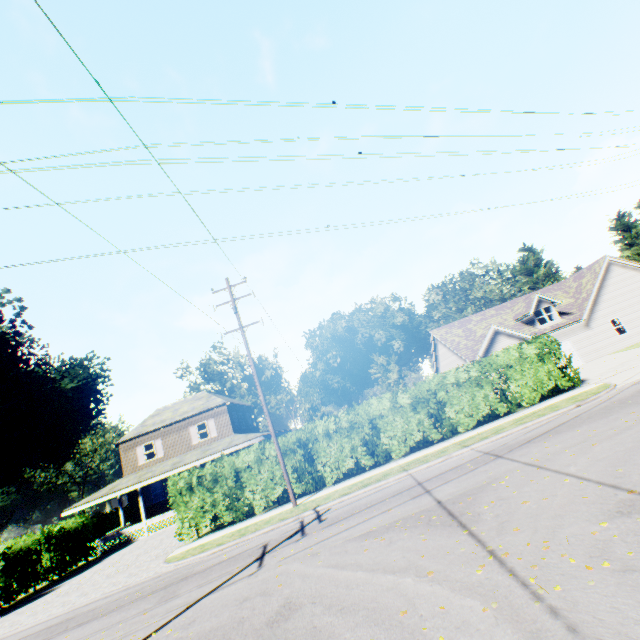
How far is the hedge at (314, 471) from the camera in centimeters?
1622cm

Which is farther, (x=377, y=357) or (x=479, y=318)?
(x=377, y=357)

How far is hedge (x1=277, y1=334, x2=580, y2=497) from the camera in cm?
1622
